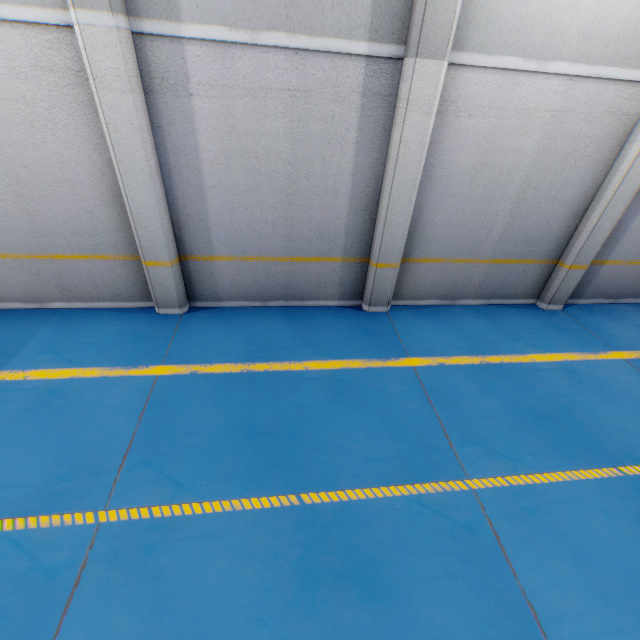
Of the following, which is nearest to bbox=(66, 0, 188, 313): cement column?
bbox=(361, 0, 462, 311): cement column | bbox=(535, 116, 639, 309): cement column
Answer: bbox=(361, 0, 462, 311): cement column

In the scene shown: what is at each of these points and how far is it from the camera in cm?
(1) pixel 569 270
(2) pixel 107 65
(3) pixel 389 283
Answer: (1) cement column, 645
(2) cement column, 384
(3) cement column, 615

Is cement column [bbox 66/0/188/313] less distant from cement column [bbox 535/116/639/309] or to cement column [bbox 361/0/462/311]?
cement column [bbox 361/0/462/311]

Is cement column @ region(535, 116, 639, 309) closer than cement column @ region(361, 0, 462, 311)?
No

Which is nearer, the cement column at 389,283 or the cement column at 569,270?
the cement column at 389,283

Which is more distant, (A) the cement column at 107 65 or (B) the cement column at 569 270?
(B) the cement column at 569 270
